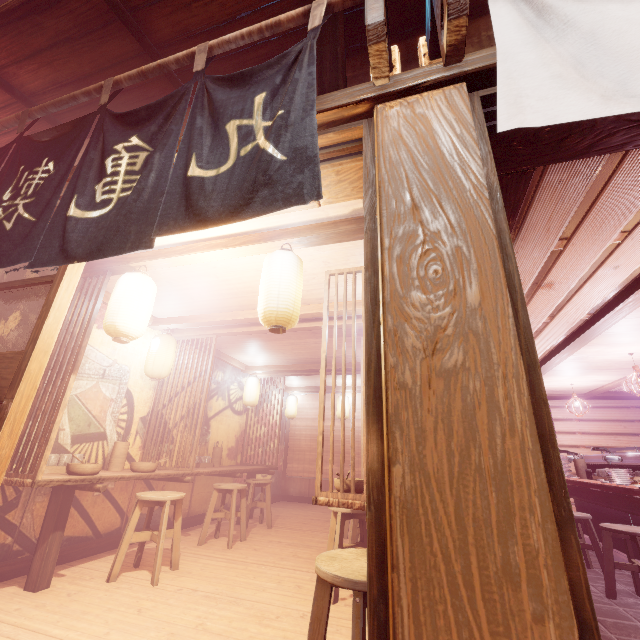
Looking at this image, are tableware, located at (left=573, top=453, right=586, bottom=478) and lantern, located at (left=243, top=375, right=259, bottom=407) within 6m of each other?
no

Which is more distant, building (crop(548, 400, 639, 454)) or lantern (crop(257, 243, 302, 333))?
building (crop(548, 400, 639, 454))

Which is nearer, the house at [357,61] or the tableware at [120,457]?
the house at [357,61]

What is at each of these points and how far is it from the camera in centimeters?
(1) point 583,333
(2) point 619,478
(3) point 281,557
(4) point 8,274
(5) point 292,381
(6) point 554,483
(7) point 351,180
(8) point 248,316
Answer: (1) wood bar, 789cm
(2) dish, 725cm
(3) building, 714cm
(4) building, 575cm
(5) building, 1588cm
(6) door frame, 164cm
(7) wood bar, 382cm
(8) wood bar, 776cm

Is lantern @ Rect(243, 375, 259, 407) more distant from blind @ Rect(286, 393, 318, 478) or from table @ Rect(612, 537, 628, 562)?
table @ Rect(612, 537, 628, 562)

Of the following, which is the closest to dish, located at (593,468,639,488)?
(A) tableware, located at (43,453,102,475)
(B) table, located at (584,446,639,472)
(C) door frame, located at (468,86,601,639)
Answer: (B) table, located at (584,446,639,472)

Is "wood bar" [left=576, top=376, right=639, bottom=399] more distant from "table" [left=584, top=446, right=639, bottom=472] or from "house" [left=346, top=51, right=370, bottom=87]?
"table" [left=584, top=446, right=639, bottom=472]

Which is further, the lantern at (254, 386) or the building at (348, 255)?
the lantern at (254, 386)
